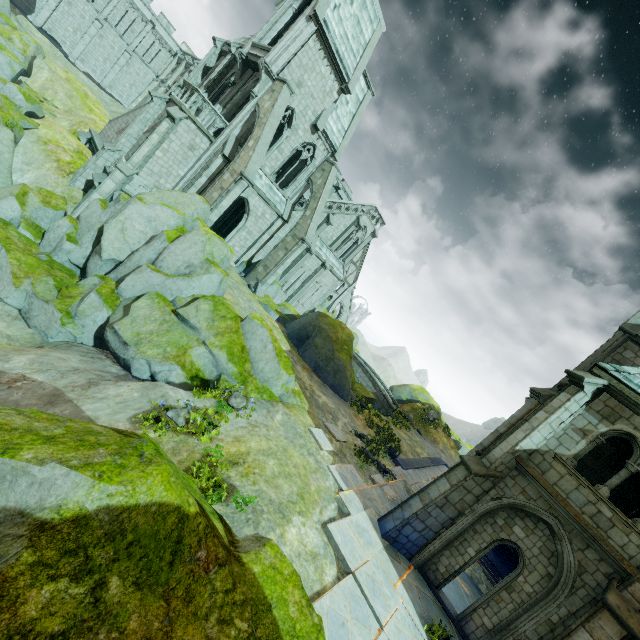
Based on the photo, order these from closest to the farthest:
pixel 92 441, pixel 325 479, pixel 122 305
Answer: pixel 92 441 < pixel 325 479 < pixel 122 305

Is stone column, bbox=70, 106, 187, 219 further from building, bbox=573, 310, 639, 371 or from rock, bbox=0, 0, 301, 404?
rock, bbox=0, 0, 301, 404

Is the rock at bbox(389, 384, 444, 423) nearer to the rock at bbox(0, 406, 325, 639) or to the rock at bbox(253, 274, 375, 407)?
the rock at bbox(253, 274, 375, 407)

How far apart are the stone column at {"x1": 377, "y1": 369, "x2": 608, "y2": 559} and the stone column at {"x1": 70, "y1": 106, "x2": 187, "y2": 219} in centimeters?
2231cm

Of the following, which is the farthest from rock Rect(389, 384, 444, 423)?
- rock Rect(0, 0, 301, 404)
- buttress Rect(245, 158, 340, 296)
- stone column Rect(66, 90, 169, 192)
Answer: stone column Rect(66, 90, 169, 192)

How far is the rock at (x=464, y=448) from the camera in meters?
40.6

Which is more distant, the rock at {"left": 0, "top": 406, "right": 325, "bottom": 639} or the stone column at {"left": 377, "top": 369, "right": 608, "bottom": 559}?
the stone column at {"left": 377, "top": 369, "right": 608, "bottom": 559}

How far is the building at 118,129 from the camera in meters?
24.0
